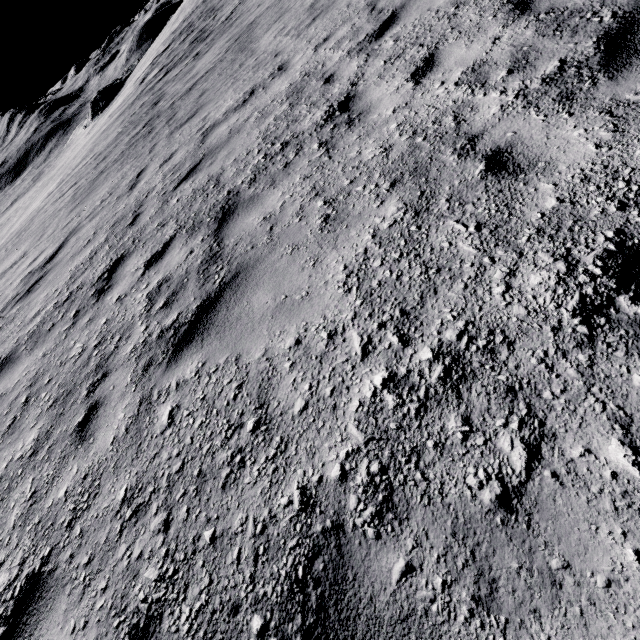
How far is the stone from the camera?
53.8m

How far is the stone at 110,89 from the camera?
53.78m

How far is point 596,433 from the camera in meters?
1.3 m
